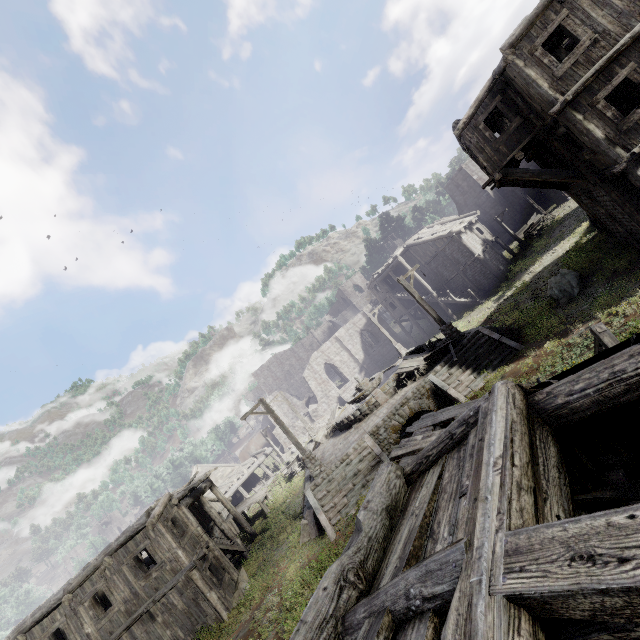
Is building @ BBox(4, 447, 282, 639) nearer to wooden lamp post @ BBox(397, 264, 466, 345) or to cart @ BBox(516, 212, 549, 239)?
cart @ BBox(516, 212, 549, 239)

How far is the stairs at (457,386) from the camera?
14.7 meters

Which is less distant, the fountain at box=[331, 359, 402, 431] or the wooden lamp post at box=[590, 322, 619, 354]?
the wooden lamp post at box=[590, 322, 619, 354]

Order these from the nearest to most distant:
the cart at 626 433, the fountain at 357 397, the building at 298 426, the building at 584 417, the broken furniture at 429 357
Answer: the building at 584 417
the cart at 626 433
the broken furniture at 429 357
the fountain at 357 397
the building at 298 426

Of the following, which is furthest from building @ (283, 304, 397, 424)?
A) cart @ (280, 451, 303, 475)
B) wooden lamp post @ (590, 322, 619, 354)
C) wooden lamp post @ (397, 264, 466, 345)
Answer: wooden lamp post @ (397, 264, 466, 345)

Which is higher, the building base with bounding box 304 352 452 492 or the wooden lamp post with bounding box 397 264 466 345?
the wooden lamp post with bounding box 397 264 466 345

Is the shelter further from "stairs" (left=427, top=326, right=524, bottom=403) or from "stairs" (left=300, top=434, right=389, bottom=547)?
"stairs" (left=427, top=326, right=524, bottom=403)

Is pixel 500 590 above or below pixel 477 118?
below
